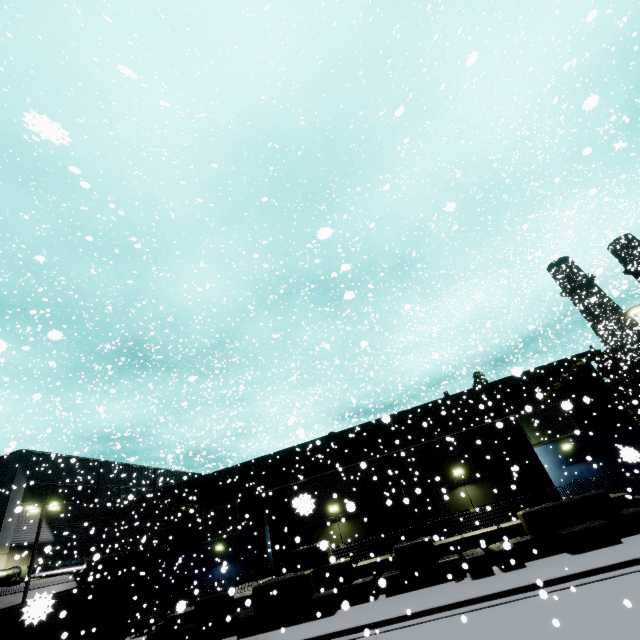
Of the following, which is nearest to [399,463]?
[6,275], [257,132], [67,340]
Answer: [257,132]

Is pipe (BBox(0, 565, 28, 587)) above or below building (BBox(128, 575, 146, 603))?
above

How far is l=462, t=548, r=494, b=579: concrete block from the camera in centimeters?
1412cm

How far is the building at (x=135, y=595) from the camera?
31.8 meters

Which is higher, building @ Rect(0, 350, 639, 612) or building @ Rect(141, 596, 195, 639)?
building @ Rect(0, 350, 639, 612)

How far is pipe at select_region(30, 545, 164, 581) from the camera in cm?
2423

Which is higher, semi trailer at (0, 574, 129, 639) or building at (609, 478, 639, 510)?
semi trailer at (0, 574, 129, 639)

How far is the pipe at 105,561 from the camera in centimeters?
2423cm
